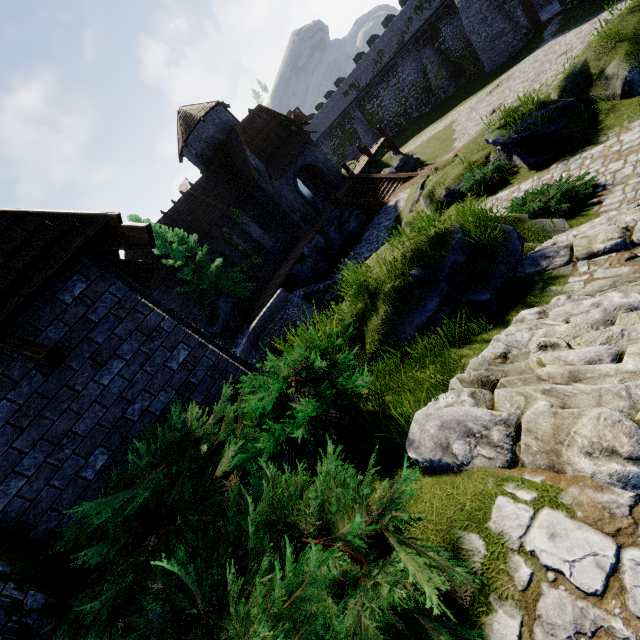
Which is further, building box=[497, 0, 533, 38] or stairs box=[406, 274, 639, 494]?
building box=[497, 0, 533, 38]

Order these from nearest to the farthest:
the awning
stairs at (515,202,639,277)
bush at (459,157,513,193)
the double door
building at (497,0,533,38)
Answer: stairs at (515,202,639,277), bush at (459,157,513,193), the awning, the double door, building at (497,0,533,38)

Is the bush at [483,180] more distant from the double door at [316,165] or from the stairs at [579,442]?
the double door at [316,165]

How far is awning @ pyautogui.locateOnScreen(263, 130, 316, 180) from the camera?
24.89m

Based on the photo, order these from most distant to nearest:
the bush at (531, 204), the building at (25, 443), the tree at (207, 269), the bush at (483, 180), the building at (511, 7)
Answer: the building at (511, 7) → the tree at (207, 269) → the bush at (483, 180) → the bush at (531, 204) → the building at (25, 443)

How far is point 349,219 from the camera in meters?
22.8

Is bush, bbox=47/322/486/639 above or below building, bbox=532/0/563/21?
above

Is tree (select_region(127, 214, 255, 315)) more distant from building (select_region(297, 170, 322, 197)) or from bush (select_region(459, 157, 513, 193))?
bush (select_region(459, 157, 513, 193))
